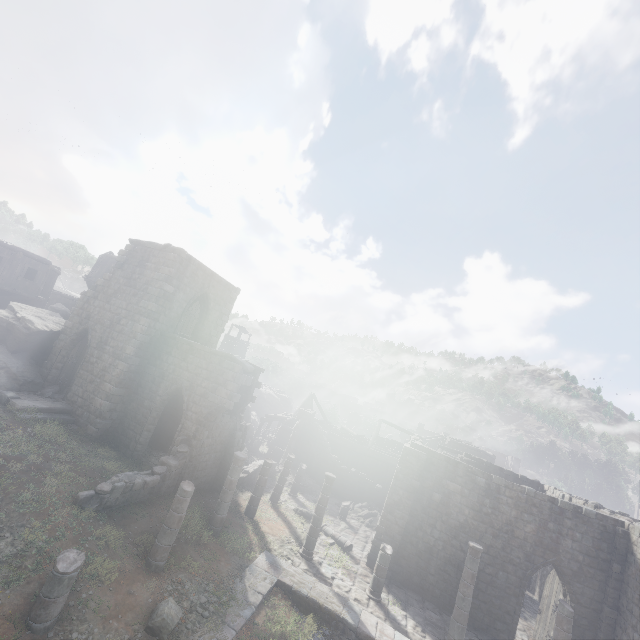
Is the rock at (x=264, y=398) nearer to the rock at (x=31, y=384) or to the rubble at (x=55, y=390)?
the rubble at (x=55, y=390)

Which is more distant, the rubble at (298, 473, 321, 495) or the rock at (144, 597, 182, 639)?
the rubble at (298, 473, 321, 495)

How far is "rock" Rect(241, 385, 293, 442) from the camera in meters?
32.1

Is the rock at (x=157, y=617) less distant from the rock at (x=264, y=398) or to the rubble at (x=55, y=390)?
the rubble at (x=55, y=390)

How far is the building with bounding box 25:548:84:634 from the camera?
7.3 meters

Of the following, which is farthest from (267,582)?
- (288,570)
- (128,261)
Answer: (128,261)

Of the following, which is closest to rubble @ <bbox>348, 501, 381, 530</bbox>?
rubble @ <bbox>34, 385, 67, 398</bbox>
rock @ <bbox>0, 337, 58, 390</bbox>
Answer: rubble @ <bbox>34, 385, 67, 398</bbox>

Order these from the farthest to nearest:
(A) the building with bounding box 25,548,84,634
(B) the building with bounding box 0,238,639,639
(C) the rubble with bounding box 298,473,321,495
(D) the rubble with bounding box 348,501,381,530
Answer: (C) the rubble with bounding box 298,473,321,495 → (D) the rubble with bounding box 348,501,381,530 → (B) the building with bounding box 0,238,639,639 → (A) the building with bounding box 25,548,84,634
